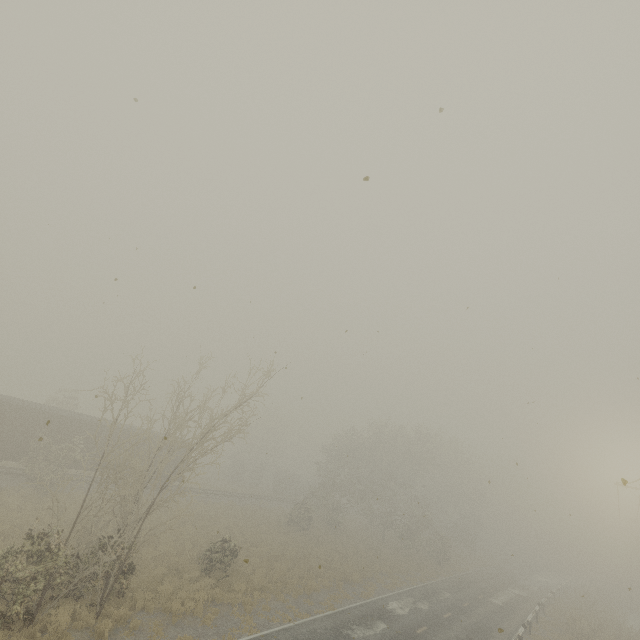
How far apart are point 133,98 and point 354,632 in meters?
23.1 m

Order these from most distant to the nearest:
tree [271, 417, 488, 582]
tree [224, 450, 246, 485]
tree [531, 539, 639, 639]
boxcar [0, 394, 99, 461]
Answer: tree [224, 450, 246, 485]
tree [271, 417, 488, 582]
tree [531, 539, 639, 639]
boxcar [0, 394, 99, 461]

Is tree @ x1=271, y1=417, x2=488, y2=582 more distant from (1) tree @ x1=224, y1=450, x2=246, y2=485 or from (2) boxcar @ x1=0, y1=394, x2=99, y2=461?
(2) boxcar @ x1=0, y1=394, x2=99, y2=461

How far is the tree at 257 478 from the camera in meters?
52.6

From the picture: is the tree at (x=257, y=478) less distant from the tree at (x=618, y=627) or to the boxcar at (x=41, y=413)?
the boxcar at (x=41, y=413)

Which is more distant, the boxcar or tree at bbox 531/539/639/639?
tree at bbox 531/539/639/639

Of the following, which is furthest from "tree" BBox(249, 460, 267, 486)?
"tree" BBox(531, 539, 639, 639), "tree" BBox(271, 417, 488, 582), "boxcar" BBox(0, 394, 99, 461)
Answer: "tree" BBox(531, 539, 639, 639)
